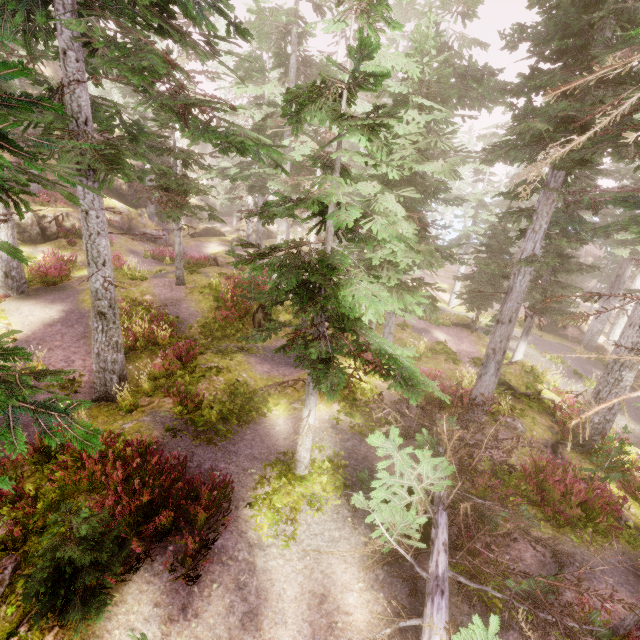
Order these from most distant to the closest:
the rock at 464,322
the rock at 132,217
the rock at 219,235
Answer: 1. the rock at 219,235
2. the rock at 132,217
3. the rock at 464,322

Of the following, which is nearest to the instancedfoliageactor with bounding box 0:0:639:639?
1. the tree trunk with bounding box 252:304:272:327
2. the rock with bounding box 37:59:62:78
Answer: the rock with bounding box 37:59:62:78

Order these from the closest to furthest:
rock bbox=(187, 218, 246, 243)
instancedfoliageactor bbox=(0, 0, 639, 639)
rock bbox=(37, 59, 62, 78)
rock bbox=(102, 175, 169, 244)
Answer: instancedfoliageactor bbox=(0, 0, 639, 639) < rock bbox=(102, 175, 169, 244) < rock bbox=(37, 59, 62, 78) < rock bbox=(187, 218, 246, 243)

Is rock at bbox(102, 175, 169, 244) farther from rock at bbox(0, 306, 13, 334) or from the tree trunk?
the tree trunk

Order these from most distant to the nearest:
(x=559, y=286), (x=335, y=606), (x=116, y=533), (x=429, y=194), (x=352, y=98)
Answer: (x=559, y=286)
(x=429, y=194)
(x=352, y=98)
(x=335, y=606)
(x=116, y=533)

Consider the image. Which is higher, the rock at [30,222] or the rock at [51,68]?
the rock at [51,68]

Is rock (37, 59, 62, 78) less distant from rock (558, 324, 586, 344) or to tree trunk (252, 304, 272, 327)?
tree trunk (252, 304, 272, 327)

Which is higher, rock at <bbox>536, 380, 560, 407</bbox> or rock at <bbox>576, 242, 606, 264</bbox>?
rock at <bbox>576, 242, 606, 264</bbox>
